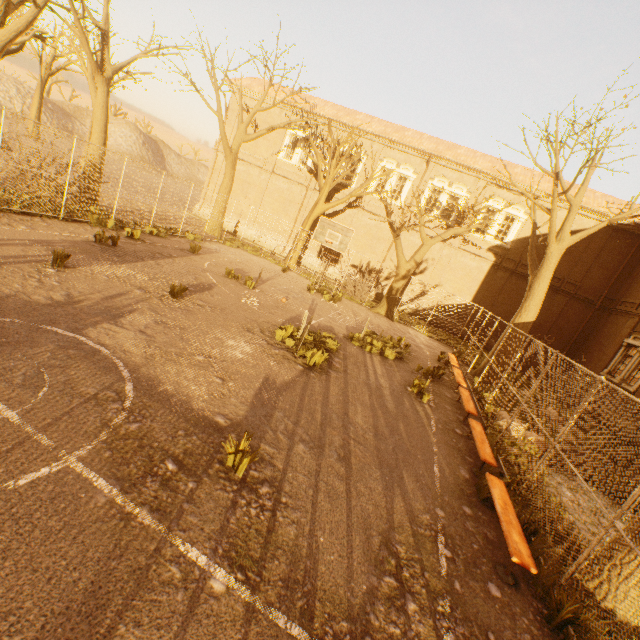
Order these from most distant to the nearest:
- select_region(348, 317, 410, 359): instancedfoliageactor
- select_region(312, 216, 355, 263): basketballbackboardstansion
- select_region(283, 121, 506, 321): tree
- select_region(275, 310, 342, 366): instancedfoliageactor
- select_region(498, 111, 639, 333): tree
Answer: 1. select_region(283, 121, 506, 321): tree
2. select_region(312, 216, 355, 263): basketballbackboardstansion
3. select_region(348, 317, 410, 359): instancedfoliageactor
4. select_region(498, 111, 639, 333): tree
5. select_region(275, 310, 342, 366): instancedfoliageactor

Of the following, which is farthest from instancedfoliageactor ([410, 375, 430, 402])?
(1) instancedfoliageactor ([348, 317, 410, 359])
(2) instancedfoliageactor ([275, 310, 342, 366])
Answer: (2) instancedfoliageactor ([275, 310, 342, 366])

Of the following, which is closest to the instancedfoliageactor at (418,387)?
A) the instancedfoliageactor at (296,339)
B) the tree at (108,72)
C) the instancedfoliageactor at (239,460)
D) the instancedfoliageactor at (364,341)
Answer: the instancedfoliageactor at (364,341)

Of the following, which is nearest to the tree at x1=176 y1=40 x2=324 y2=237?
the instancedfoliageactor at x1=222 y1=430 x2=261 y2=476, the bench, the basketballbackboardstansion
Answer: the bench

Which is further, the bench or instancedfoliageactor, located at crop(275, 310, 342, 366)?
instancedfoliageactor, located at crop(275, 310, 342, 366)

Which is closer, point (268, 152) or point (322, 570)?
point (322, 570)

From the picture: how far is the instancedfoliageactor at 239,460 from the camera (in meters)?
4.29

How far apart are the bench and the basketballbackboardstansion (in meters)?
8.93
